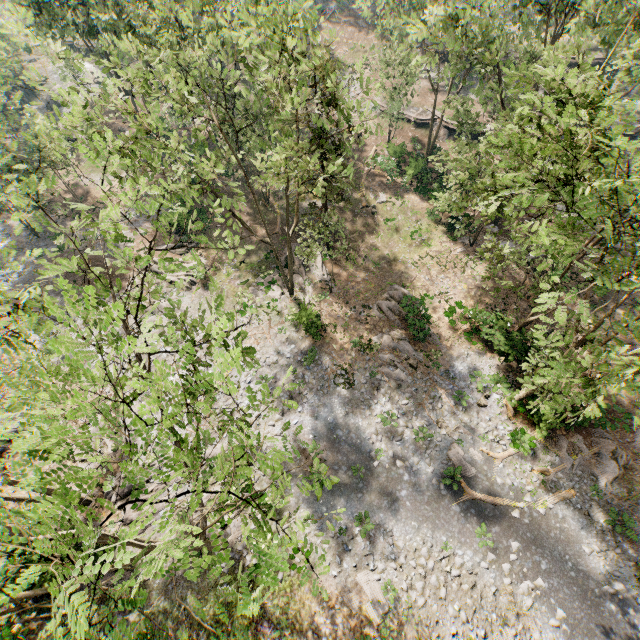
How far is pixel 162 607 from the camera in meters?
16.2

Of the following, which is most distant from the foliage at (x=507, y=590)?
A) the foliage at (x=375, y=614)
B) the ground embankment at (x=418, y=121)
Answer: the ground embankment at (x=418, y=121)

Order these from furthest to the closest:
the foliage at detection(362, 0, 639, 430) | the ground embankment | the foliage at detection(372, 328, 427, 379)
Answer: the ground embankment < the foliage at detection(372, 328, 427, 379) < the foliage at detection(362, 0, 639, 430)

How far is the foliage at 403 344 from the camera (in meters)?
22.69

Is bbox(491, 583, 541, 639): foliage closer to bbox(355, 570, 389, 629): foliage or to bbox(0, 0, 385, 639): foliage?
bbox(355, 570, 389, 629): foliage

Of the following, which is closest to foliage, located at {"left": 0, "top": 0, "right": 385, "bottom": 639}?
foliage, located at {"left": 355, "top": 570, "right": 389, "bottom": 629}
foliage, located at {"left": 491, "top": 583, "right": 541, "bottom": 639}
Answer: foliage, located at {"left": 355, "top": 570, "right": 389, "bottom": 629}

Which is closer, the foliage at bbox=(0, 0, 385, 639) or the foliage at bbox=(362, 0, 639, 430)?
the foliage at bbox=(0, 0, 385, 639)
